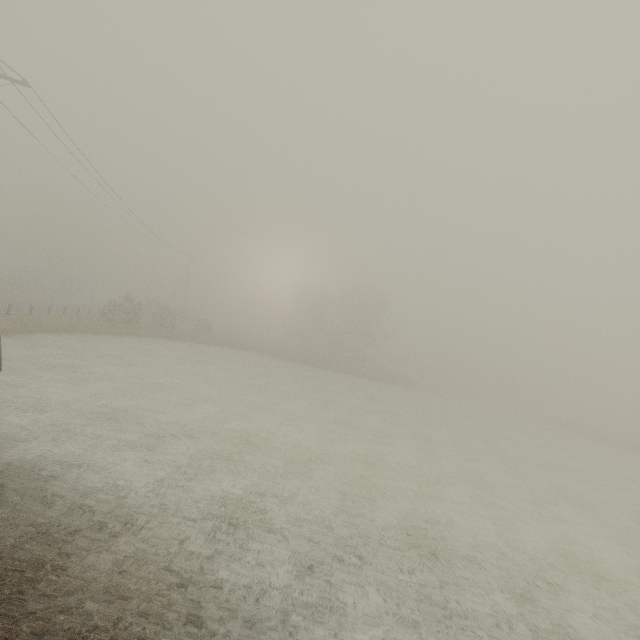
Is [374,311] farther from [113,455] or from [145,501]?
Result: [145,501]

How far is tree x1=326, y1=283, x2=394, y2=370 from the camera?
53.31m

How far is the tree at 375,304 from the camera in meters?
53.3 m

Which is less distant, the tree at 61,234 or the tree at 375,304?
the tree at 61,234

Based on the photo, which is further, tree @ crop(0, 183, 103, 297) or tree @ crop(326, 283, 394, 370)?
tree @ crop(326, 283, 394, 370)
